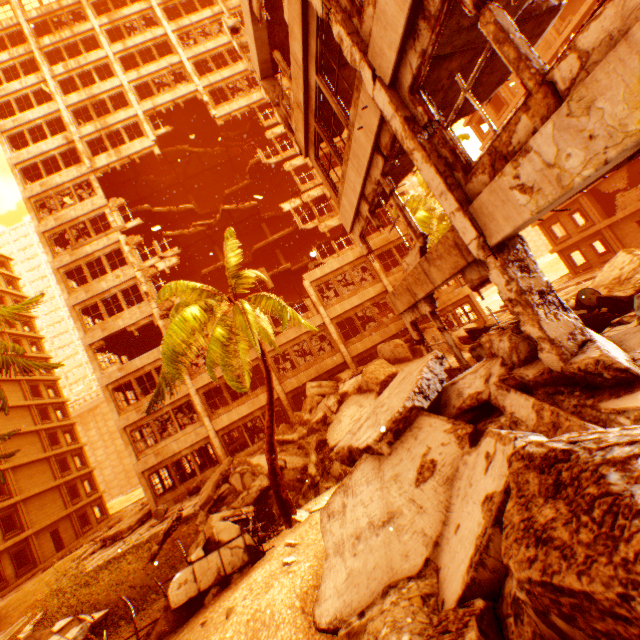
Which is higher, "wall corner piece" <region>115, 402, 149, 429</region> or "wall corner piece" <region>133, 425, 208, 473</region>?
"wall corner piece" <region>115, 402, 149, 429</region>

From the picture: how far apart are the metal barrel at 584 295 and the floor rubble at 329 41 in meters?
8.0

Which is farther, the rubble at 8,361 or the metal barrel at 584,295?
the rubble at 8,361

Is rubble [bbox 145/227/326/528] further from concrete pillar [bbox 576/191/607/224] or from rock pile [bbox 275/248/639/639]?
concrete pillar [bbox 576/191/607/224]

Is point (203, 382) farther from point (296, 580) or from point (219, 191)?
point (219, 191)

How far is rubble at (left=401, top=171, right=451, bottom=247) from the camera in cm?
1713

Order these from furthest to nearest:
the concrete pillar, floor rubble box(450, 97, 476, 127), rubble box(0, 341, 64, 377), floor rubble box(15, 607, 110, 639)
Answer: the concrete pillar < rubble box(0, 341, 64, 377) < floor rubble box(15, 607, 110, 639) < floor rubble box(450, 97, 476, 127)

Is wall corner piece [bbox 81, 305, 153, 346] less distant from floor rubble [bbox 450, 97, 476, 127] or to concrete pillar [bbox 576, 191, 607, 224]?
floor rubble [bbox 450, 97, 476, 127]
